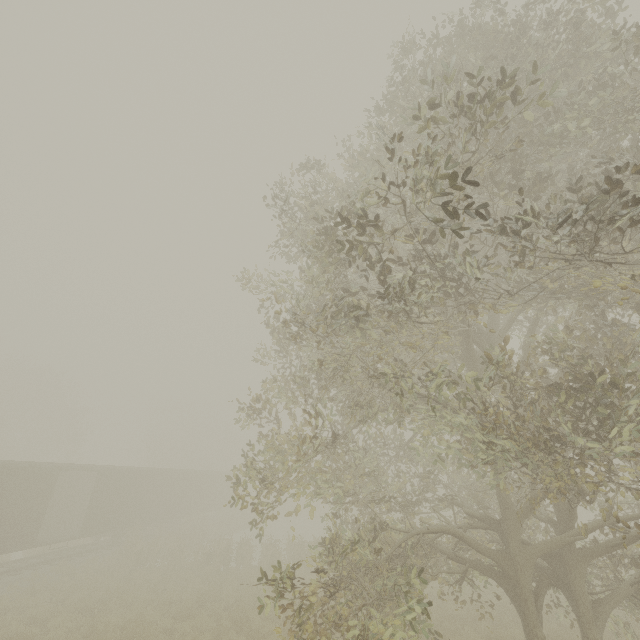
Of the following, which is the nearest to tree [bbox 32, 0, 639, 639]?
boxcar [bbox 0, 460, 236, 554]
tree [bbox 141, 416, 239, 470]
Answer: boxcar [bbox 0, 460, 236, 554]

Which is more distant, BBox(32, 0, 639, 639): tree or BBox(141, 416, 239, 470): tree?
BBox(141, 416, 239, 470): tree

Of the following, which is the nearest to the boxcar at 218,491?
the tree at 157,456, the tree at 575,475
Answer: the tree at 575,475

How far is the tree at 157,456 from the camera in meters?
43.5 m

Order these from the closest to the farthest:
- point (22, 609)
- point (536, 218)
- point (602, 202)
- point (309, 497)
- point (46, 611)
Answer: point (536, 218)
point (602, 202)
point (46, 611)
point (22, 609)
point (309, 497)

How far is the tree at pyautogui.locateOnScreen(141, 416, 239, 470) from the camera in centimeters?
4353cm

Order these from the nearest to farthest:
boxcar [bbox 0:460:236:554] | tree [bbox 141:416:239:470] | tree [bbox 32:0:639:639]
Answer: tree [bbox 32:0:639:639], boxcar [bbox 0:460:236:554], tree [bbox 141:416:239:470]

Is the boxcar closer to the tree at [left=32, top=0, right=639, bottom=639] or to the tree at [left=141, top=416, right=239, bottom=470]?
the tree at [left=32, top=0, right=639, bottom=639]
